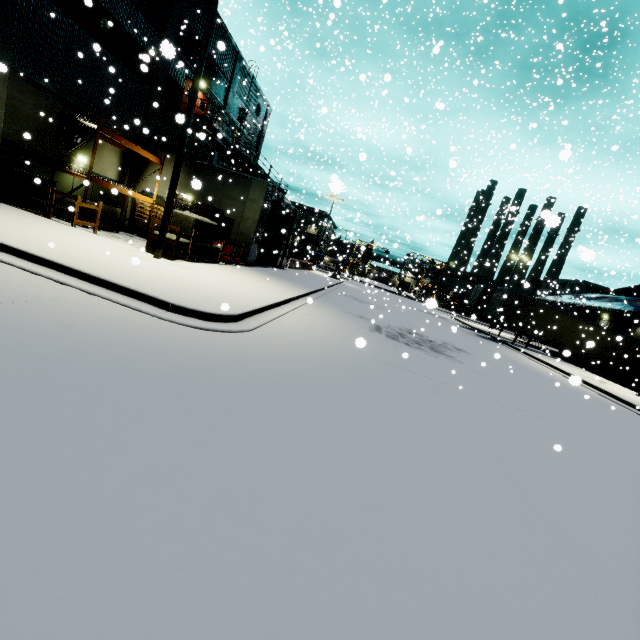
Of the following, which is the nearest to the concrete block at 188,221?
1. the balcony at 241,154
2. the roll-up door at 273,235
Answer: the roll-up door at 273,235

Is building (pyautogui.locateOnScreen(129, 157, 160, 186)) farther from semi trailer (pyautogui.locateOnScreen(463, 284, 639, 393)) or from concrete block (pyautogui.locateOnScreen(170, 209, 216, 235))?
concrete block (pyautogui.locateOnScreen(170, 209, 216, 235))

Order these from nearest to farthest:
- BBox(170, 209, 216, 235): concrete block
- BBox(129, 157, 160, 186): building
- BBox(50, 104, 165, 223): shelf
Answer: BBox(170, 209, 216, 235): concrete block → BBox(50, 104, 165, 223): shelf → BBox(129, 157, 160, 186): building

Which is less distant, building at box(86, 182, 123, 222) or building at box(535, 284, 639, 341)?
building at box(86, 182, 123, 222)

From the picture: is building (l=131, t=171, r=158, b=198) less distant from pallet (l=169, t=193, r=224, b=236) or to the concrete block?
pallet (l=169, t=193, r=224, b=236)

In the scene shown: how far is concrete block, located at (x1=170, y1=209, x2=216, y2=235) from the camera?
12.64m

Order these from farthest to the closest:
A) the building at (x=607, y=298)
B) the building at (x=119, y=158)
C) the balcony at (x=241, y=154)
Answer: the building at (x=607, y=298)
the balcony at (x=241, y=154)
the building at (x=119, y=158)

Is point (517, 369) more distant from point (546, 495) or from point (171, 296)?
point (171, 296)
